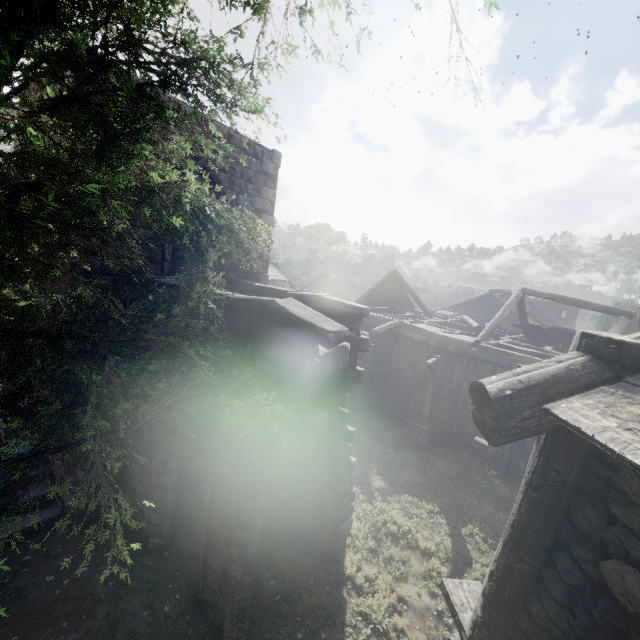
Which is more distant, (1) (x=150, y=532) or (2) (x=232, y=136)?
(2) (x=232, y=136)

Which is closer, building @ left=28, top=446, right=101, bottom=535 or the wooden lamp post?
building @ left=28, top=446, right=101, bottom=535

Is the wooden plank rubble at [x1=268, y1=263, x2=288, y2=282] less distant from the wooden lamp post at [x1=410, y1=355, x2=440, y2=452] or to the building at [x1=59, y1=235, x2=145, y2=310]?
the building at [x1=59, y1=235, x2=145, y2=310]

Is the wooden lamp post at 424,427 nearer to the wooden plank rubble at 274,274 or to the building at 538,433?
the building at 538,433

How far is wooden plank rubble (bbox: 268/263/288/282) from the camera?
35.0 meters

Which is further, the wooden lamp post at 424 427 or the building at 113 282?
the wooden lamp post at 424 427

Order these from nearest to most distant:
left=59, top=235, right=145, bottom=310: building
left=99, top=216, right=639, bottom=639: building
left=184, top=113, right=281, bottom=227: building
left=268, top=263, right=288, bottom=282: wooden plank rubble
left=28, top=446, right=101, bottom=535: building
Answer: left=99, top=216, right=639, bottom=639: building < left=59, top=235, right=145, bottom=310: building < left=28, top=446, right=101, bottom=535: building < left=184, top=113, right=281, bottom=227: building < left=268, top=263, right=288, bottom=282: wooden plank rubble
